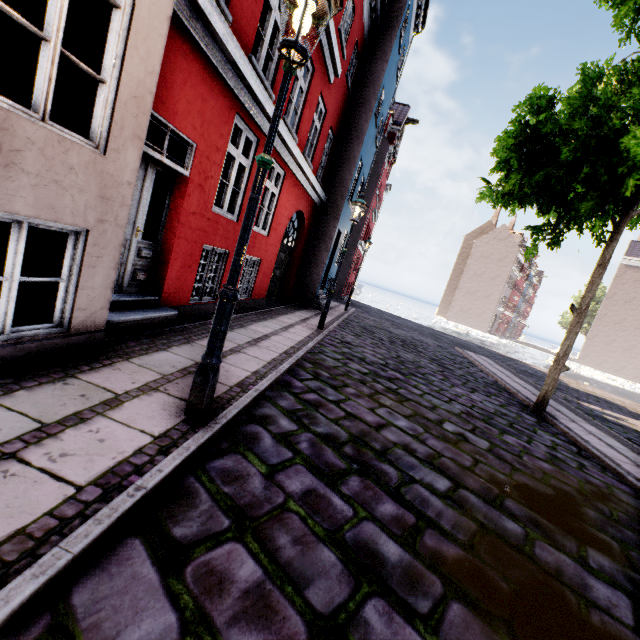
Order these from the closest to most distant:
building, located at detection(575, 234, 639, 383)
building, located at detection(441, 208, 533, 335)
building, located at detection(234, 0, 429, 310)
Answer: building, located at detection(234, 0, 429, 310) < building, located at detection(575, 234, 639, 383) < building, located at detection(441, 208, 533, 335)

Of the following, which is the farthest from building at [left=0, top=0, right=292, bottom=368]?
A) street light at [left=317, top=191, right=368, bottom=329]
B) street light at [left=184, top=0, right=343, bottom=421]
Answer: street light at [left=317, top=191, right=368, bottom=329]

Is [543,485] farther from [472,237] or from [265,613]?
[472,237]

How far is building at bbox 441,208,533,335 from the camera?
48.8m

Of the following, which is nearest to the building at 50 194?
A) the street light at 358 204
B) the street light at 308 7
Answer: the street light at 308 7

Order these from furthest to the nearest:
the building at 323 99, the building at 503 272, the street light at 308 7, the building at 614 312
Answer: the building at 503 272 → the building at 614 312 → the building at 323 99 → the street light at 308 7

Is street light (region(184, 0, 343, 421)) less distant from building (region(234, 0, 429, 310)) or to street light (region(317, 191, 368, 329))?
building (region(234, 0, 429, 310))
